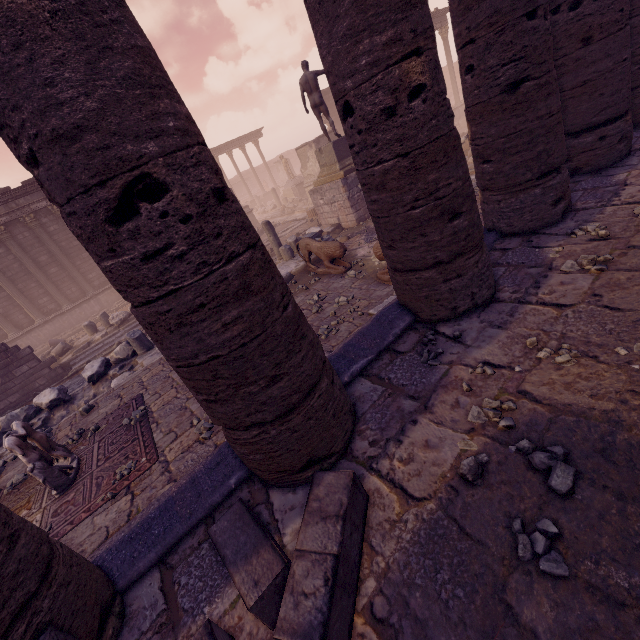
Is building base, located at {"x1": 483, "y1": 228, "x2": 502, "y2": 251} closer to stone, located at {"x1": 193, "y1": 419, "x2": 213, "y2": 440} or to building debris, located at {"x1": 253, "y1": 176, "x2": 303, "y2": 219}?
stone, located at {"x1": 193, "y1": 419, "x2": 213, "y2": 440}

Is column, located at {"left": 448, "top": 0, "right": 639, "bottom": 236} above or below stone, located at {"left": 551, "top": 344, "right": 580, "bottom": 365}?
above

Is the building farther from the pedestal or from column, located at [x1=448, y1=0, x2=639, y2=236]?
column, located at [x1=448, y1=0, x2=639, y2=236]

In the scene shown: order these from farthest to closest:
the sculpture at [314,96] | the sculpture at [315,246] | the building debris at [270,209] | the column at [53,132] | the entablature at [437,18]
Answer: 1. the building debris at [270,209]
2. the entablature at [437,18]
3. the sculpture at [314,96]
4. the sculpture at [315,246]
5. the column at [53,132]

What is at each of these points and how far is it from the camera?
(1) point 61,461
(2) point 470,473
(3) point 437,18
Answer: (1) sculpture, 5.39m
(2) stone, 2.03m
(3) entablature, 24.11m

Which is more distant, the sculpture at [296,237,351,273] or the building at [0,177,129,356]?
the building at [0,177,129,356]

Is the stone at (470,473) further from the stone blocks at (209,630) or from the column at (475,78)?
the column at (475,78)

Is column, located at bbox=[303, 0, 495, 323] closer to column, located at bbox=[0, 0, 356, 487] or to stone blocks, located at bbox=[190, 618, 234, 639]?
column, located at bbox=[0, 0, 356, 487]
